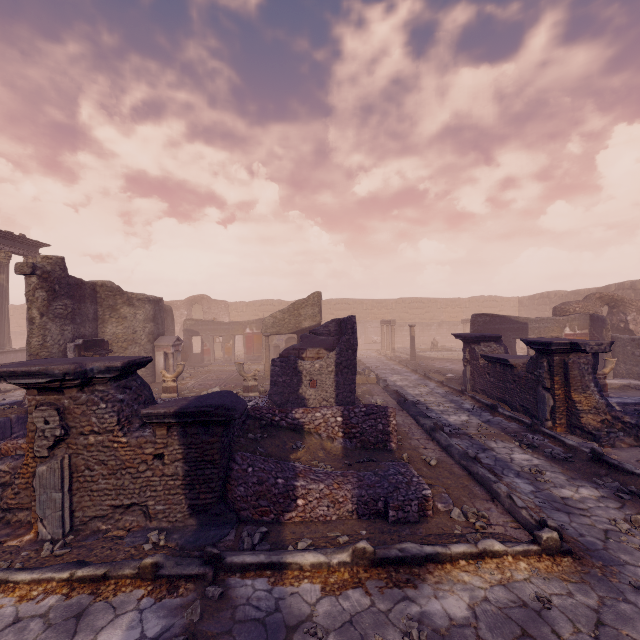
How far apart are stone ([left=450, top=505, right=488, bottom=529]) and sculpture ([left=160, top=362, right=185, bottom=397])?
10.3 meters

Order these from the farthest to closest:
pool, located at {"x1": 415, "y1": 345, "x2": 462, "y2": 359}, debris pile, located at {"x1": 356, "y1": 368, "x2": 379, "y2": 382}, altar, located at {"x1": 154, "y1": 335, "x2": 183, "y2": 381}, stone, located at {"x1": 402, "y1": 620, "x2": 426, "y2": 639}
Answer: pool, located at {"x1": 415, "y1": 345, "x2": 462, "y2": 359} < altar, located at {"x1": 154, "y1": 335, "x2": 183, "y2": 381} < debris pile, located at {"x1": 356, "y1": 368, "x2": 379, "y2": 382} < stone, located at {"x1": 402, "y1": 620, "x2": 426, "y2": 639}

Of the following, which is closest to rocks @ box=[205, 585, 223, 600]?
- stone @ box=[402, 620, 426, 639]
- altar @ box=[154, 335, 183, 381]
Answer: stone @ box=[402, 620, 426, 639]

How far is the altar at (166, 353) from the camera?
14.98m

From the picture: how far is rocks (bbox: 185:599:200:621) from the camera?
3.07m

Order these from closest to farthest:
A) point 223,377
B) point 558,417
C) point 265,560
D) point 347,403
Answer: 1. point 265,560
2. point 558,417
3. point 347,403
4. point 223,377

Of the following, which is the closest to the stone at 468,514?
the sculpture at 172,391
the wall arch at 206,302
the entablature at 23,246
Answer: the sculpture at 172,391

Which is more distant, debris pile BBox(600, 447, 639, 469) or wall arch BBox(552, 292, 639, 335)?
wall arch BBox(552, 292, 639, 335)
